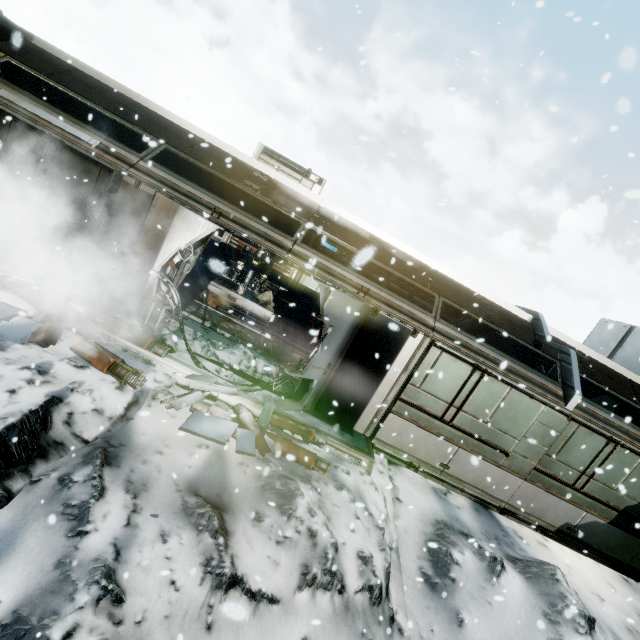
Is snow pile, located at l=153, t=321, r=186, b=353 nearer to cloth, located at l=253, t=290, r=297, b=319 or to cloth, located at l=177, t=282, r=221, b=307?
cloth, located at l=177, t=282, r=221, b=307

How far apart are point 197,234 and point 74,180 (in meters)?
2.78

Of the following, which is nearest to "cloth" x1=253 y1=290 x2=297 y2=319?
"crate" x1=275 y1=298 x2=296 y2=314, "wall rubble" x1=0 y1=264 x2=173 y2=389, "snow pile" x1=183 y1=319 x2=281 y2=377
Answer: "crate" x1=275 y1=298 x2=296 y2=314

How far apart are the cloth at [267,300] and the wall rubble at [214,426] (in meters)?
7.33

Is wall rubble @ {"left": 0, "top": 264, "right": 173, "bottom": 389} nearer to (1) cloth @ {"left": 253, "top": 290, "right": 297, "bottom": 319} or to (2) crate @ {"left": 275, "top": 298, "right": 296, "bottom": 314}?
(1) cloth @ {"left": 253, "top": 290, "right": 297, "bottom": 319}

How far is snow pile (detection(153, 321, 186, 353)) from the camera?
6.4 meters

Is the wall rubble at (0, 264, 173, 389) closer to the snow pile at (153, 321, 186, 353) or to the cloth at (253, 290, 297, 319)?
the snow pile at (153, 321, 186, 353)

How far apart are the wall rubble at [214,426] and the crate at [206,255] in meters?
10.8
